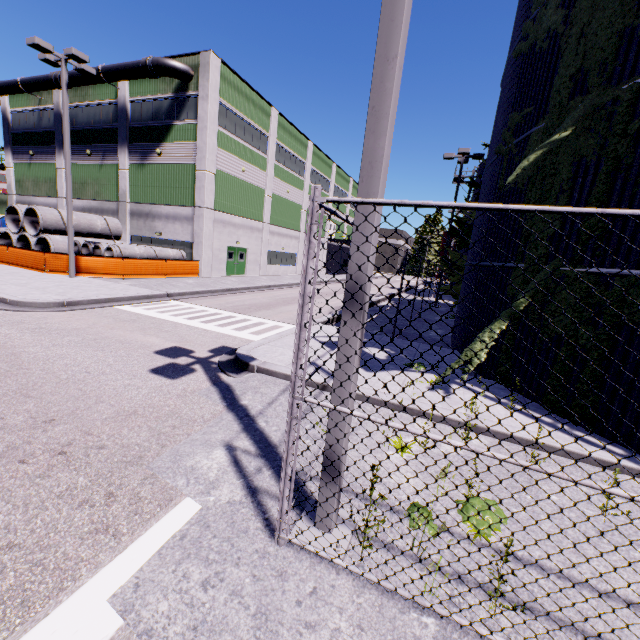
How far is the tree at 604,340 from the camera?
5.4m

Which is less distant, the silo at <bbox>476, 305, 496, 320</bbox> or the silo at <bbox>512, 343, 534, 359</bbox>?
the silo at <bbox>512, 343, 534, 359</bbox>

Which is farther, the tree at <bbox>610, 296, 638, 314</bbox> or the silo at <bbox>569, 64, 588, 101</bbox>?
the silo at <bbox>569, 64, 588, 101</bbox>

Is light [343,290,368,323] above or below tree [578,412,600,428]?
above

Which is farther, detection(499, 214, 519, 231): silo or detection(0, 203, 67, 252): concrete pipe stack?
detection(0, 203, 67, 252): concrete pipe stack

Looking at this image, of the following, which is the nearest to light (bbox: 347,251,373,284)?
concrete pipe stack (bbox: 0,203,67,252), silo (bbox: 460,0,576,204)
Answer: silo (bbox: 460,0,576,204)

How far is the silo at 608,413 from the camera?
5.4m

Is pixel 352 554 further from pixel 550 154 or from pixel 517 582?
pixel 550 154
